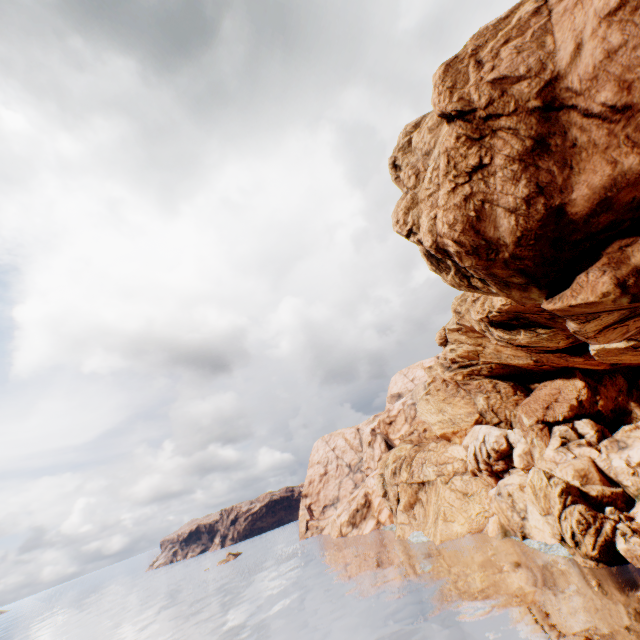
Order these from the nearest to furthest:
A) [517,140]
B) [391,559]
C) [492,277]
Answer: [517,140] < [492,277] < [391,559]
